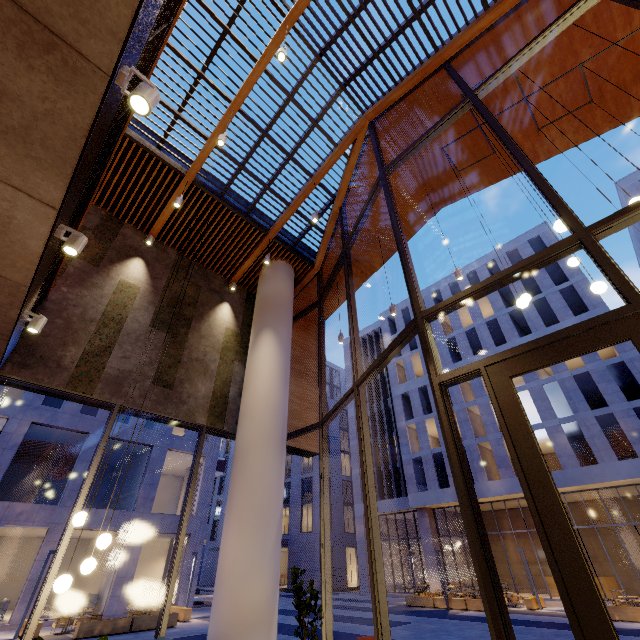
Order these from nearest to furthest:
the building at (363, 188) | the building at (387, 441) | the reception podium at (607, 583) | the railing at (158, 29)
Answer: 1. the railing at (158, 29)
2. the building at (363, 188)
3. the reception podium at (607, 583)
4. the building at (387, 441)

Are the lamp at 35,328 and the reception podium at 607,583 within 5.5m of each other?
no

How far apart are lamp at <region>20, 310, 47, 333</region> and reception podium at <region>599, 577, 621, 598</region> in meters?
33.1 m

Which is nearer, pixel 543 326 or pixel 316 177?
pixel 316 177

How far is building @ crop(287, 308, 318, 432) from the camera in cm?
1021

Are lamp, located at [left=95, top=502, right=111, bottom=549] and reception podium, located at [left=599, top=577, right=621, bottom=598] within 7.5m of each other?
no

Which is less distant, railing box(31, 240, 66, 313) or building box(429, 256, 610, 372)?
railing box(31, 240, 66, 313)

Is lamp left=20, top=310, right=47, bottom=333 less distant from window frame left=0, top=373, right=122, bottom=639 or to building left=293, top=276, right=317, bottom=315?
building left=293, top=276, right=317, bottom=315
